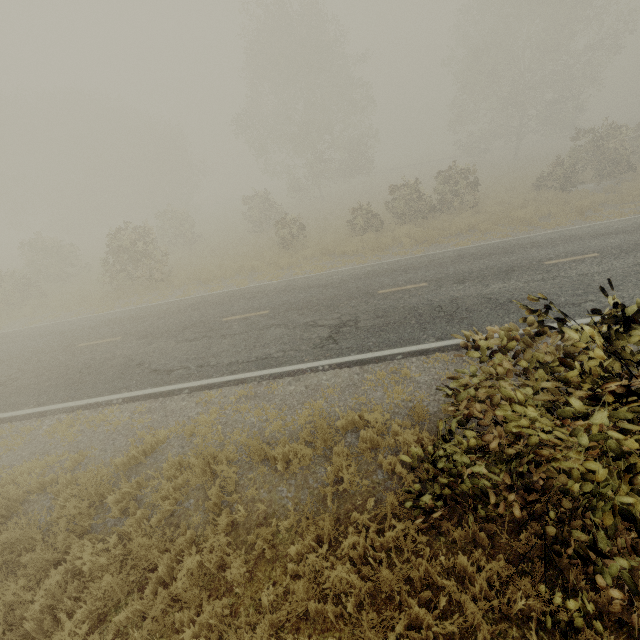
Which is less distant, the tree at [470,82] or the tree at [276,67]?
the tree at [470,82]

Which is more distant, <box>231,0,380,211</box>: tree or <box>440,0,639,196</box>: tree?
<box>231,0,380,211</box>: tree

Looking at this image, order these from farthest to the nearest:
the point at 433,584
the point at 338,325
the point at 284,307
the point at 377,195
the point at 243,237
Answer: the point at 377,195, the point at 243,237, the point at 284,307, the point at 338,325, the point at 433,584
